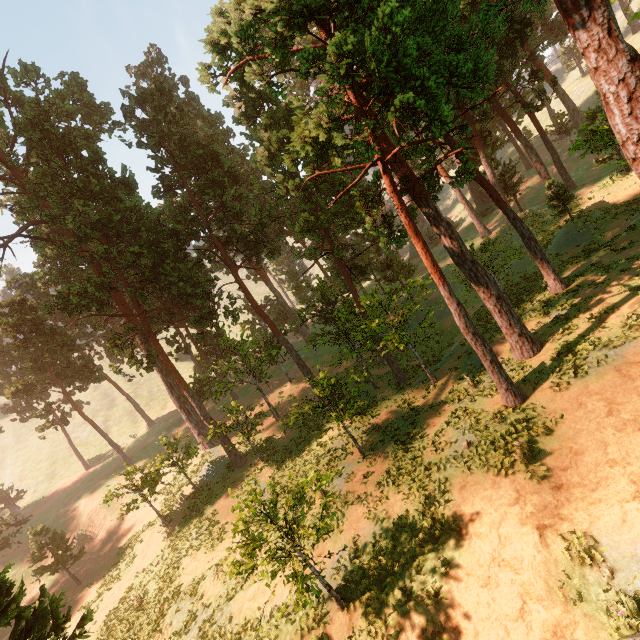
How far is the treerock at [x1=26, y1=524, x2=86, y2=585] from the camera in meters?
25.3

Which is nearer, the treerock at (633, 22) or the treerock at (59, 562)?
the treerock at (633, 22)

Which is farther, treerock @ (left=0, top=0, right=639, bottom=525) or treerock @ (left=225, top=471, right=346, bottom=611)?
treerock @ (left=0, top=0, right=639, bottom=525)

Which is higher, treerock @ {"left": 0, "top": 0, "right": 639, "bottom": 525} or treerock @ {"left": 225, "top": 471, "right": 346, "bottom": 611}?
treerock @ {"left": 0, "top": 0, "right": 639, "bottom": 525}

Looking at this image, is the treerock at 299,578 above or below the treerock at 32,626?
below

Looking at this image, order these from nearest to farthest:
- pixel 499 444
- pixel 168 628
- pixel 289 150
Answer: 1. pixel 499 444
2. pixel 168 628
3. pixel 289 150
